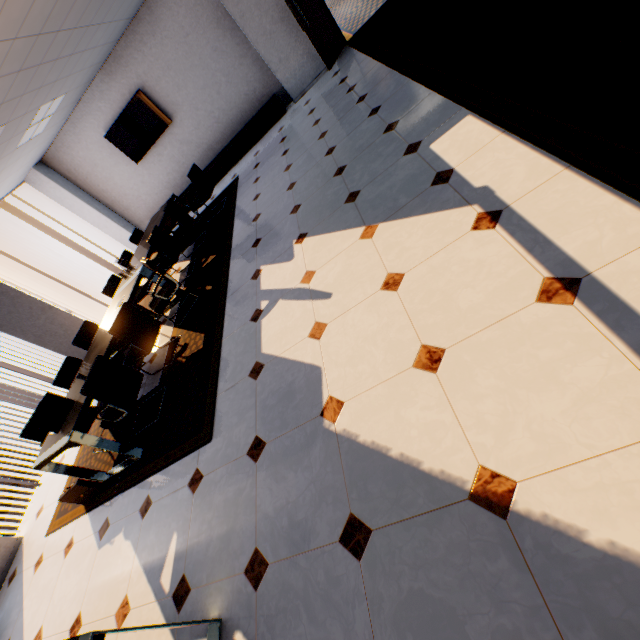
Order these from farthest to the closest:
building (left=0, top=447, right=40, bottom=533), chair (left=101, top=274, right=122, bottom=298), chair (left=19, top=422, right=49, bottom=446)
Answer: building (left=0, top=447, right=40, bottom=533) < chair (left=101, top=274, right=122, bottom=298) < chair (left=19, top=422, right=49, bottom=446)

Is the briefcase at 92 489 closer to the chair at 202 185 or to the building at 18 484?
the chair at 202 185

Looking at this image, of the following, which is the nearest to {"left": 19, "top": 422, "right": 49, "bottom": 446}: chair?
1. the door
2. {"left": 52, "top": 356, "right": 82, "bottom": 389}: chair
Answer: {"left": 52, "top": 356, "right": 82, "bottom": 389}: chair

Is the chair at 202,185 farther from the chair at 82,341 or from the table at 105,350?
the chair at 82,341

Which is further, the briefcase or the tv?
the tv

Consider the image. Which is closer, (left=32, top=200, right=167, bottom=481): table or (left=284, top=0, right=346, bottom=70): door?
(left=32, top=200, right=167, bottom=481): table

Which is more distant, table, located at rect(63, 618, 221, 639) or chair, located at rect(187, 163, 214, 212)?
chair, located at rect(187, 163, 214, 212)

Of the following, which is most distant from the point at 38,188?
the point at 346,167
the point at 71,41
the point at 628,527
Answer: the point at 628,527
